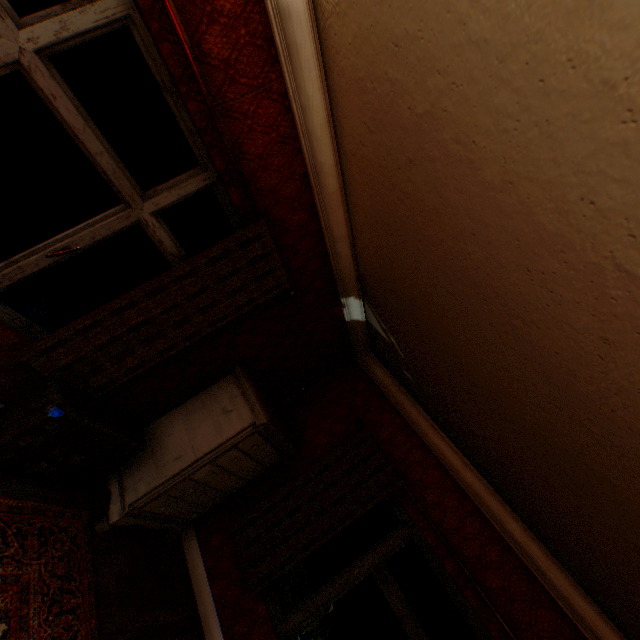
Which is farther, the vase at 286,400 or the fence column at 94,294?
the fence column at 94,294

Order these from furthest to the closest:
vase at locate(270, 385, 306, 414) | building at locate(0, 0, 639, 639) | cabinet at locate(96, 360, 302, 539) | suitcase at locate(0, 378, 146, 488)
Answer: vase at locate(270, 385, 306, 414), cabinet at locate(96, 360, 302, 539), suitcase at locate(0, 378, 146, 488), building at locate(0, 0, 639, 639)

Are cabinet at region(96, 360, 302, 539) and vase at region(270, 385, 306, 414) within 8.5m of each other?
yes

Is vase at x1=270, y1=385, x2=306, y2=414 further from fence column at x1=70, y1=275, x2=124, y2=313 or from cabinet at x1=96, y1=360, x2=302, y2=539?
fence column at x1=70, y1=275, x2=124, y2=313

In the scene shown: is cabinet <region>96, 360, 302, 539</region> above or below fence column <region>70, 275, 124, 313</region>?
above

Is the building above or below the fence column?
above

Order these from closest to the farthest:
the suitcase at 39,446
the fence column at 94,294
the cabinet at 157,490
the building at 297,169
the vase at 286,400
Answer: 1. the building at 297,169
2. the suitcase at 39,446
3. the cabinet at 157,490
4. the vase at 286,400
5. the fence column at 94,294

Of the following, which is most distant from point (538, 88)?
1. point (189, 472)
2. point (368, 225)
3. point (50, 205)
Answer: point (50, 205)
